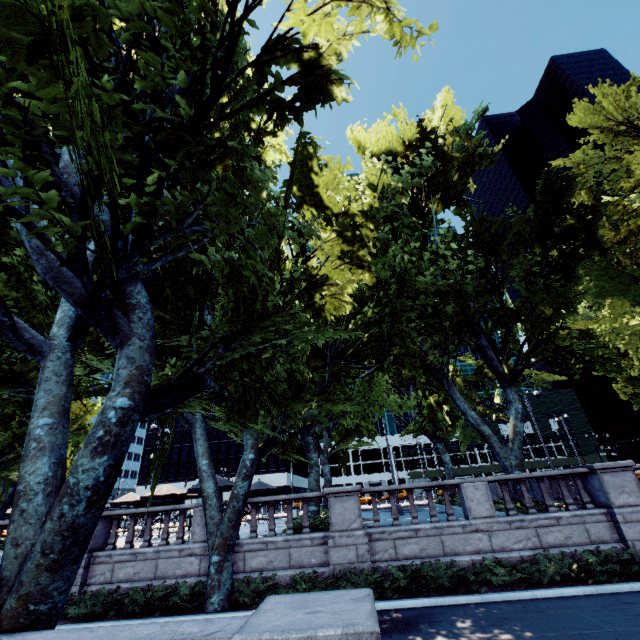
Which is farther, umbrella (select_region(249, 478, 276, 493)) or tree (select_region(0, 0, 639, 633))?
umbrella (select_region(249, 478, 276, 493))

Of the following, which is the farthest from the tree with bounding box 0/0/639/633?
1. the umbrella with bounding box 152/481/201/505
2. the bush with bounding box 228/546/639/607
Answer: the bush with bounding box 228/546/639/607

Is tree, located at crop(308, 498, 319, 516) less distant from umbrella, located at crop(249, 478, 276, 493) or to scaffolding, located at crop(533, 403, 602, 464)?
umbrella, located at crop(249, 478, 276, 493)

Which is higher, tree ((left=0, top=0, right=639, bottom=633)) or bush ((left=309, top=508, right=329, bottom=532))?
tree ((left=0, top=0, right=639, bottom=633))

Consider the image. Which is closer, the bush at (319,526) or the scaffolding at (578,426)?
the bush at (319,526)

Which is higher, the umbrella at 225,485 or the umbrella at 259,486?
the umbrella at 259,486

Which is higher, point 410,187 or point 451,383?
point 410,187

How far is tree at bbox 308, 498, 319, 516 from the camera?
17.3m
